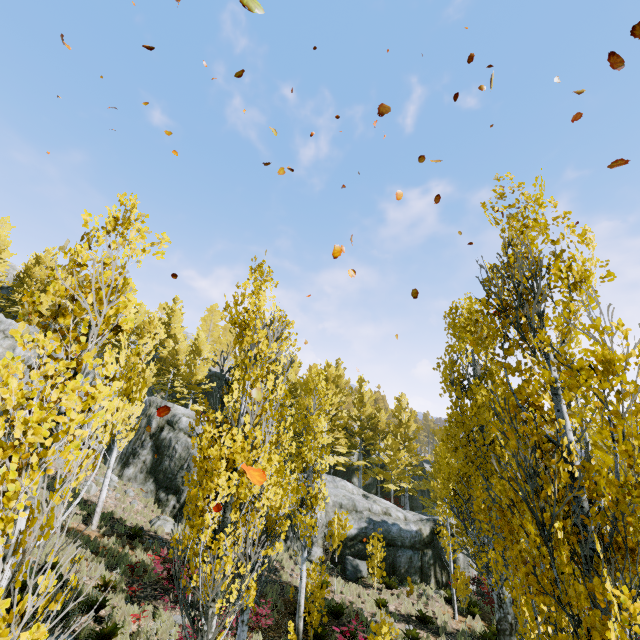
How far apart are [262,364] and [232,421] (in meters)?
1.43

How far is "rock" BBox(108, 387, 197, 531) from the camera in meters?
19.7 m

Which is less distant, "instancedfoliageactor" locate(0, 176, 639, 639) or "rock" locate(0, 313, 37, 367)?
"instancedfoliageactor" locate(0, 176, 639, 639)

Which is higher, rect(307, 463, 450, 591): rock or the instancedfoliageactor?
the instancedfoliageactor

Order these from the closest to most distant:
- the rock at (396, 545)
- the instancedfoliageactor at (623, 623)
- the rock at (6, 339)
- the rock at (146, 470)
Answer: the instancedfoliageactor at (623, 623) → the rock at (396, 545) → the rock at (146, 470) → the rock at (6, 339)

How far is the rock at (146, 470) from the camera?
19.7m

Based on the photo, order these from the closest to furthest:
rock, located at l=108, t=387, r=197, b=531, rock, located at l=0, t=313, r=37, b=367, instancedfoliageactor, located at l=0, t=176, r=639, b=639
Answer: instancedfoliageactor, located at l=0, t=176, r=639, b=639
rock, located at l=108, t=387, r=197, b=531
rock, located at l=0, t=313, r=37, b=367
